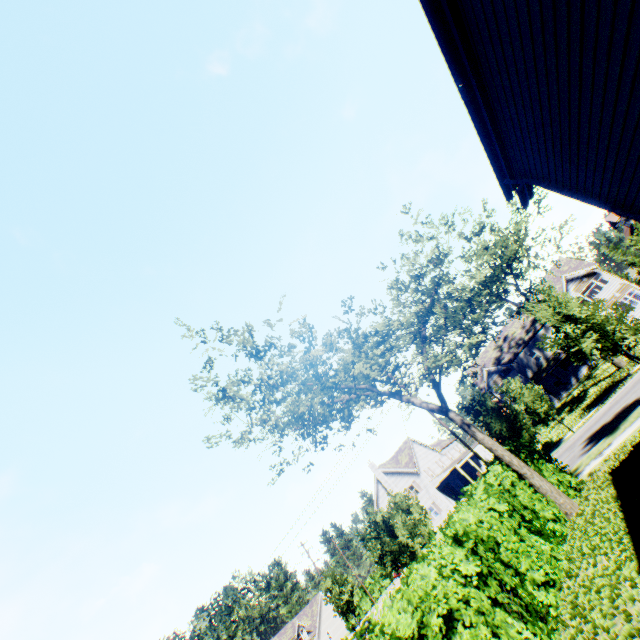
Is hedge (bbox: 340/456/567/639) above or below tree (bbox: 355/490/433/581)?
below

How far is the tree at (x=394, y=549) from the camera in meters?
22.6

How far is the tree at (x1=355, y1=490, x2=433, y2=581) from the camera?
22.62m

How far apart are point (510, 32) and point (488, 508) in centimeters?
1159cm

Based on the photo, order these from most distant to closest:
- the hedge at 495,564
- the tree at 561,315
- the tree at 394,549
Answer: the tree at 394,549 → the tree at 561,315 → the hedge at 495,564

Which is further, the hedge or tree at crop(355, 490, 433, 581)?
tree at crop(355, 490, 433, 581)

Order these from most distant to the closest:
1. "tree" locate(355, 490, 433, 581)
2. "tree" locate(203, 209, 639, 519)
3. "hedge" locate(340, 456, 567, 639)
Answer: "tree" locate(355, 490, 433, 581) < "tree" locate(203, 209, 639, 519) < "hedge" locate(340, 456, 567, 639)
